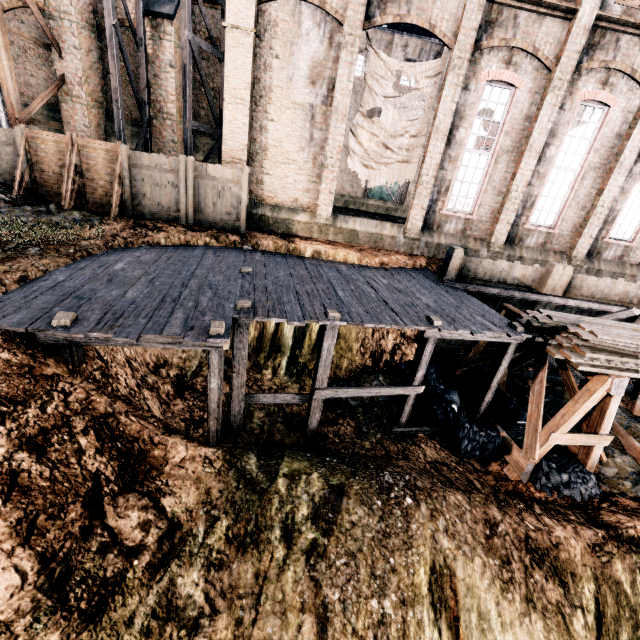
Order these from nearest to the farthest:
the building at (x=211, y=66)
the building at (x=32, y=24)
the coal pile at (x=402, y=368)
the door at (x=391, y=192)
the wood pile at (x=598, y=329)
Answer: the wood pile at (x=598, y=329) → the coal pile at (x=402, y=368) → the building at (x=32, y=24) → the building at (x=211, y=66) → the door at (x=391, y=192)

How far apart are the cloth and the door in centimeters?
1884cm

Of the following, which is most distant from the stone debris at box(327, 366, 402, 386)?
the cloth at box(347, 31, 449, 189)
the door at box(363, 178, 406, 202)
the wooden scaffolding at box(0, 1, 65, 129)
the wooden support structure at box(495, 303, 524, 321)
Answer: the door at box(363, 178, 406, 202)

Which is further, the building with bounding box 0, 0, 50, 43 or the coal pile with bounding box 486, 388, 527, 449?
the building with bounding box 0, 0, 50, 43

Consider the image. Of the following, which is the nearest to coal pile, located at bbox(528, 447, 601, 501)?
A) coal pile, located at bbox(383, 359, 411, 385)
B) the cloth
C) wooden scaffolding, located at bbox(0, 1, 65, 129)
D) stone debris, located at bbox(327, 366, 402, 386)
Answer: stone debris, located at bbox(327, 366, 402, 386)

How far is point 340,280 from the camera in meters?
11.7

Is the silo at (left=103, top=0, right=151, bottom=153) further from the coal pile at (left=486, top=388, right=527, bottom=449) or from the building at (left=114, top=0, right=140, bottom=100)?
the coal pile at (left=486, top=388, right=527, bottom=449)

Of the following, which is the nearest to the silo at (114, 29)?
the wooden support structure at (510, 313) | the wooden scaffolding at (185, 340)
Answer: the wooden scaffolding at (185, 340)
